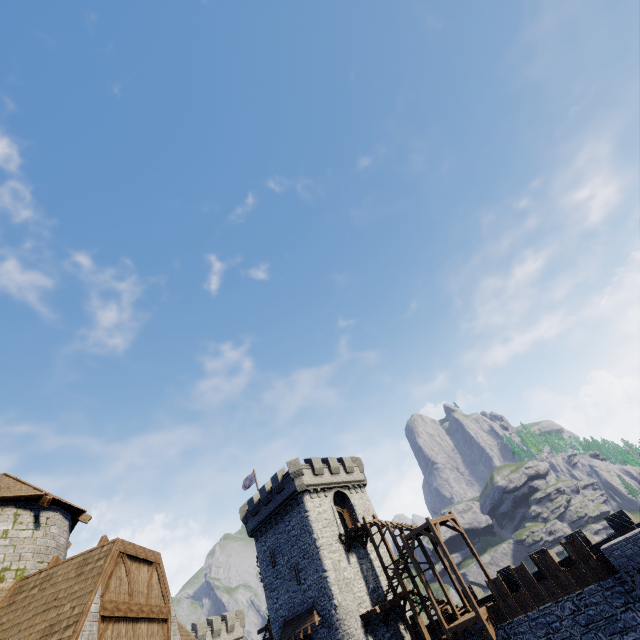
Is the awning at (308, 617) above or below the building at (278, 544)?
below

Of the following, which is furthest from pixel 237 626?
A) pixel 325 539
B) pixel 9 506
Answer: pixel 9 506

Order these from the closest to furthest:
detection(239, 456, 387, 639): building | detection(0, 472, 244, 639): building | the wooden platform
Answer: detection(0, 472, 244, 639): building → the wooden platform → detection(239, 456, 387, 639): building

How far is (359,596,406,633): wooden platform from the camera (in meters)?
25.55

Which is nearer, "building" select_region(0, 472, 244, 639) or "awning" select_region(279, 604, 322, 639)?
"building" select_region(0, 472, 244, 639)

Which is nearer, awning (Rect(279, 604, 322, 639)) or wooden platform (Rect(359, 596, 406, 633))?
wooden platform (Rect(359, 596, 406, 633))

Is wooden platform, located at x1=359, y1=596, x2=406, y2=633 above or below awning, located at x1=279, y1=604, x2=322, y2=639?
below

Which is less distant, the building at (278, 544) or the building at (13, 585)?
the building at (13, 585)
